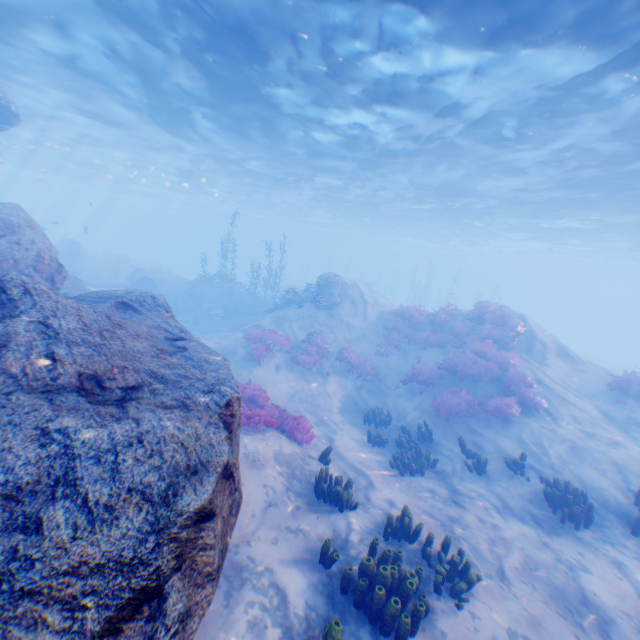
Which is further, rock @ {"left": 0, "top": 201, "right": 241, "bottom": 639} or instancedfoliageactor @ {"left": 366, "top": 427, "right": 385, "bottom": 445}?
instancedfoliageactor @ {"left": 366, "top": 427, "right": 385, "bottom": 445}

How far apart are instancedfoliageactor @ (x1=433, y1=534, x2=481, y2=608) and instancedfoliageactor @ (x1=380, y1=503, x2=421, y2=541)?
0.7 meters

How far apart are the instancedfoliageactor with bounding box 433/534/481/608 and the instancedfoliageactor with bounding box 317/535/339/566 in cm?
192

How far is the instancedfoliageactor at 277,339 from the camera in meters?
15.4

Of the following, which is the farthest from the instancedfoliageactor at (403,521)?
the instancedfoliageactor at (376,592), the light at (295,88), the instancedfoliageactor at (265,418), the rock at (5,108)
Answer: the light at (295,88)

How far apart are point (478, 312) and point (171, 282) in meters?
26.1 m

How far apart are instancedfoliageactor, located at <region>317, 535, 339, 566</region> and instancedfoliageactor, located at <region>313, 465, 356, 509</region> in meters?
1.6 m

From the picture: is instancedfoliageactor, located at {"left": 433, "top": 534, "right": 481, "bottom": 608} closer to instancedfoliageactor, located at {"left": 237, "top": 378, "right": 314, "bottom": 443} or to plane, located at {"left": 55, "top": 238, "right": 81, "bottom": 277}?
instancedfoliageactor, located at {"left": 237, "top": 378, "right": 314, "bottom": 443}
